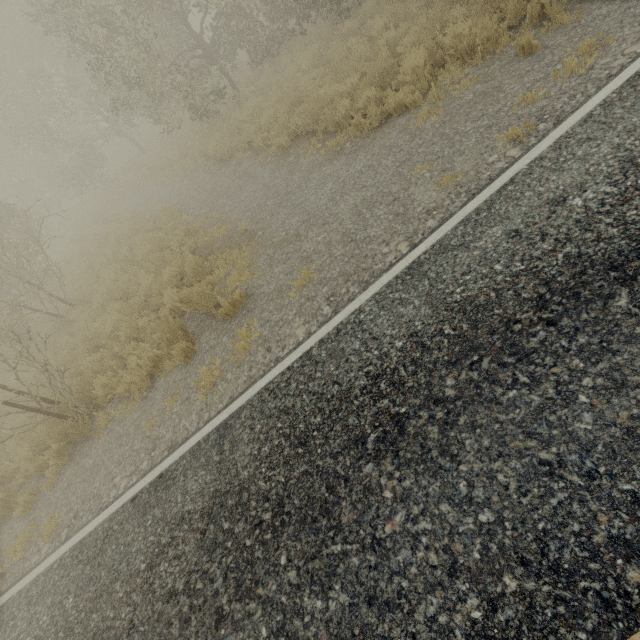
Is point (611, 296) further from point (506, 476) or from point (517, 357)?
point (506, 476)
